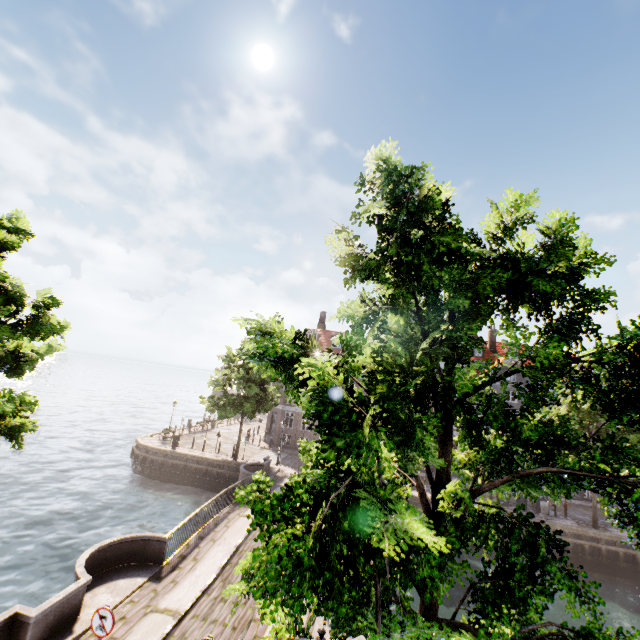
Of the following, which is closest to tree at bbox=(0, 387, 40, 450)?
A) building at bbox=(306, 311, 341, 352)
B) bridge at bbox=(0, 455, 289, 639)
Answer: bridge at bbox=(0, 455, 289, 639)

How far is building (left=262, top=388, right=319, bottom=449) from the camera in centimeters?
3553cm

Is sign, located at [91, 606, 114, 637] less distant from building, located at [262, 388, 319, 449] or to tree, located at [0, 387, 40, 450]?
tree, located at [0, 387, 40, 450]

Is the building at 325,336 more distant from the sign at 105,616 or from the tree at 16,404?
the sign at 105,616

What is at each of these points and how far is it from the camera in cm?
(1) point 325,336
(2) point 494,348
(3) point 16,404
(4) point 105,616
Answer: (1) building, 3991
(2) building, 3962
(3) tree, 888
(4) sign, 675

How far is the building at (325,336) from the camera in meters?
37.8
